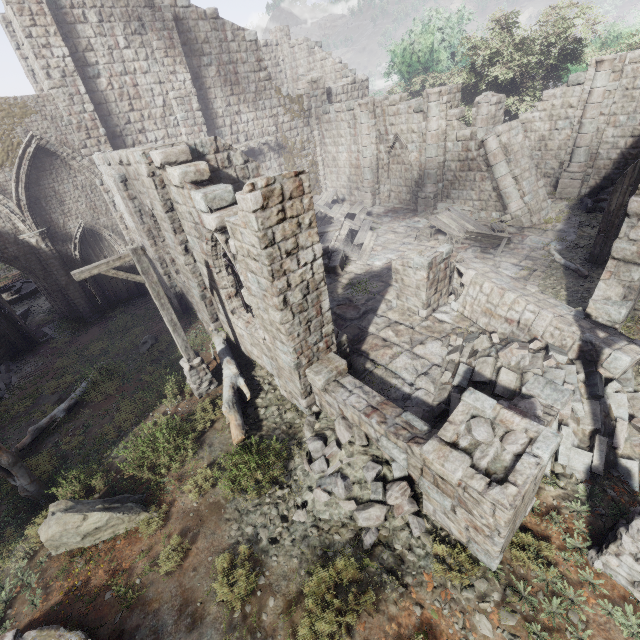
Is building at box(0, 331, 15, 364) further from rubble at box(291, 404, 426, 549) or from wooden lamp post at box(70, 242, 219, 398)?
wooden lamp post at box(70, 242, 219, 398)

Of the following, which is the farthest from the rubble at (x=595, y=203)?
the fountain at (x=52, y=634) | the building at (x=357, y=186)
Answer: the fountain at (x=52, y=634)

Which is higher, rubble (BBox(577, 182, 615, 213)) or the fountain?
rubble (BBox(577, 182, 615, 213))

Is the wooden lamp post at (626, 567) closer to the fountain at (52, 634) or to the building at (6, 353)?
the building at (6, 353)

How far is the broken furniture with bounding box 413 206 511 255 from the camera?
13.9m

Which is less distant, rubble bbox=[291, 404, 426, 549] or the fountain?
the fountain

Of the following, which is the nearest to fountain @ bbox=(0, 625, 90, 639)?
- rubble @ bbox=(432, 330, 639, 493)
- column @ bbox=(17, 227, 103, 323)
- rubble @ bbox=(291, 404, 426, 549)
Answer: rubble @ bbox=(291, 404, 426, 549)

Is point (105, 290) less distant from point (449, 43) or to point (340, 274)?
point (340, 274)
